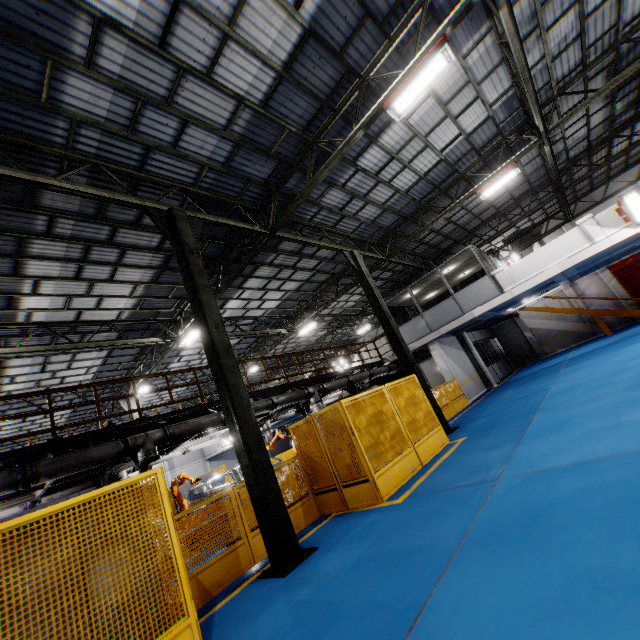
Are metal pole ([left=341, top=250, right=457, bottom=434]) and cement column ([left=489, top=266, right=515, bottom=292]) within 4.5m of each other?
no

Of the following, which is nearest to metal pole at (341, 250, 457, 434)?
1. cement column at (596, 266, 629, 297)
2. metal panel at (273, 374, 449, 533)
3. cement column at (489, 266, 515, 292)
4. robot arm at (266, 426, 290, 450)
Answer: metal panel at (273, 374, 449, 533)

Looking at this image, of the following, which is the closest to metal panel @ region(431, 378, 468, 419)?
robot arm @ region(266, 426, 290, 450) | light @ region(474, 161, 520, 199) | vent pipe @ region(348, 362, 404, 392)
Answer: robot arm @ region(266, 426, 290, 450)

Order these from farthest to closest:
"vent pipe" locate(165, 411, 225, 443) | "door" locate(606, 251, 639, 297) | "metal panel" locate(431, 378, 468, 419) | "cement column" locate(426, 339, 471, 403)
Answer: "door" locate(606, 251, 639, 297) → "cement column" locate(426, 339, 471, 403) → "metal panel" locate(431, 378, 468, 419) → "vent pipe" locate(165, 411, 225, 443)

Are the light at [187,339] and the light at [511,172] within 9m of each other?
no

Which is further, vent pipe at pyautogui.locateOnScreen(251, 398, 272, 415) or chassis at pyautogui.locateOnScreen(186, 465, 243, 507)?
vent pipe at pyautogui.locateOnScreen(251, 398, 272, 415)

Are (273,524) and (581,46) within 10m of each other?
no

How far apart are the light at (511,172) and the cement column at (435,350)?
7.7m
